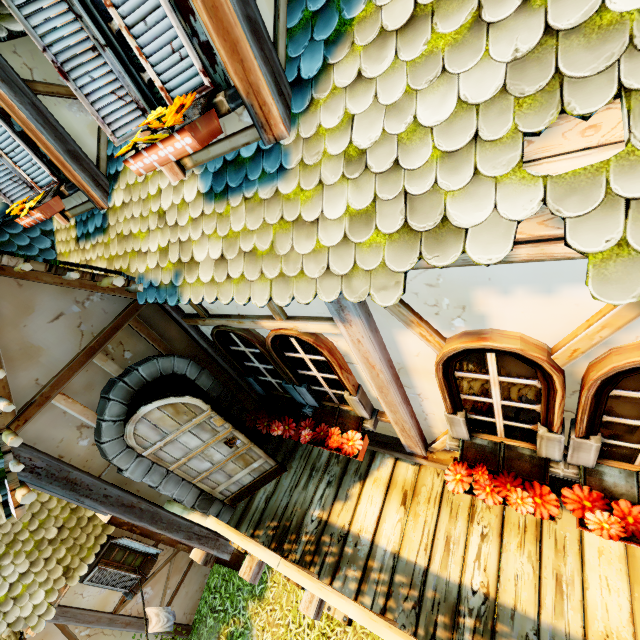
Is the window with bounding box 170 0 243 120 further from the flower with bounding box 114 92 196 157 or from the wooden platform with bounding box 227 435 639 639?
the wooden platform with bounding box 227 435 639 639

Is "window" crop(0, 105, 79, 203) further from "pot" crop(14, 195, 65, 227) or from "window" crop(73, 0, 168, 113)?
"window" crop(73, 0, 168, 113)

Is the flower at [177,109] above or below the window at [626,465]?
above

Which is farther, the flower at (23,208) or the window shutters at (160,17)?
the flower at (23,208)

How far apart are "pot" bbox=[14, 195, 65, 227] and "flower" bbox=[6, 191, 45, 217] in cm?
4

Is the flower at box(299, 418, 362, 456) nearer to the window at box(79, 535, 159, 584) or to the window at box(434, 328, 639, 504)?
the window at box(434, 328, 639, 504)

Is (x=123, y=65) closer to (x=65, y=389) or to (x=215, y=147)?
(x=215, y=147)

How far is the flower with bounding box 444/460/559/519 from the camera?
2.5m
